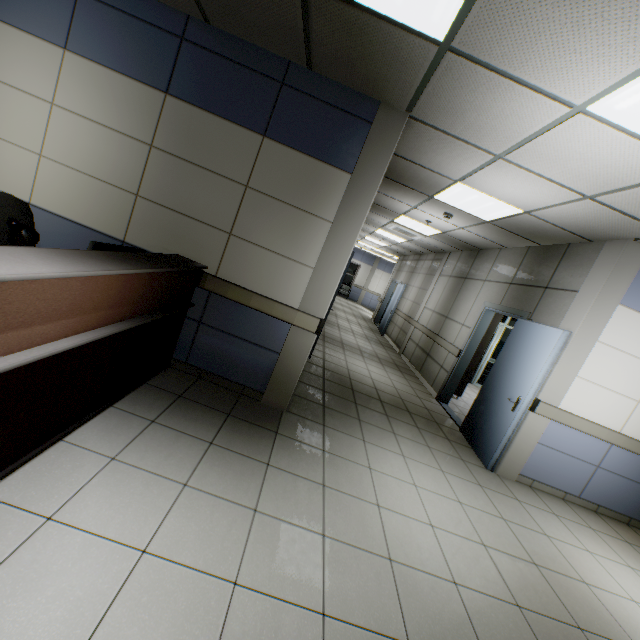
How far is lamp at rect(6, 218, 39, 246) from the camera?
1.75m

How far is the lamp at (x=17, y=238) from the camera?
1.8m

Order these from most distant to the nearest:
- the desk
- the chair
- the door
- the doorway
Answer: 1. the doorway
2. the door
3. the chair
4. the desk

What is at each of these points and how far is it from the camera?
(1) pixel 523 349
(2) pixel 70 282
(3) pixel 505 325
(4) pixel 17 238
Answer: (1) door, 4.49m
(2) desk, 1.65m
(3) doorway, 9.52m
(4) lamp, 1.81m

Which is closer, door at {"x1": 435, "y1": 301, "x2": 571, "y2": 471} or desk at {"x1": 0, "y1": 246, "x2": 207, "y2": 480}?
desk at {"x1": 0, "y1": 246, "x2": 207, "y2": 480}

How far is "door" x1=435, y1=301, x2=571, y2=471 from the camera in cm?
404

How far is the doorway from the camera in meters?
9.5

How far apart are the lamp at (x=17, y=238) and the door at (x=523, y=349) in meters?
4.9
